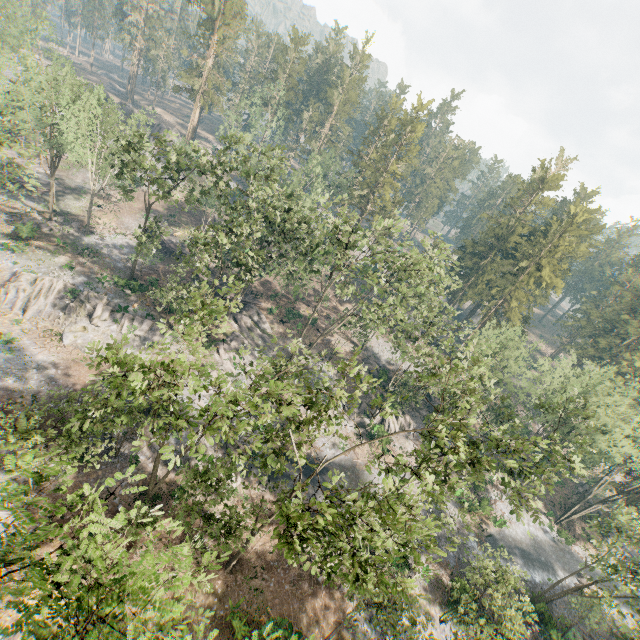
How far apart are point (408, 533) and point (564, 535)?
43.3 meters

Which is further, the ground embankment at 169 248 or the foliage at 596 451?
the ground embankment at 169 248

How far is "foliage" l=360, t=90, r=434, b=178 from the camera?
54.91m

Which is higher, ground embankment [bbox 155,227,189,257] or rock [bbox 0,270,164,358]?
ground embankment [bbox 155,227,189,257]

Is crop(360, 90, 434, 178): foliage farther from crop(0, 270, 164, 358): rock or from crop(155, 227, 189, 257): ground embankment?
crop(155, 227, 189, 257): ground embankment

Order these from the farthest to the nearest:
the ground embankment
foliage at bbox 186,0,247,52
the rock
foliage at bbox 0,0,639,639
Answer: foliage at bbox 186,0,247,52 < the ground embankment < the rock < foliage at bbox 0,0,639,639

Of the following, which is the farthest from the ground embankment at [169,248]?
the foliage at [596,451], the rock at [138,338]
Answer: the foliage at [596,451]

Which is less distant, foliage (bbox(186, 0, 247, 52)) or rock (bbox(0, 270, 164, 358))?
rock (bbox(0, 270, 164, 358))
